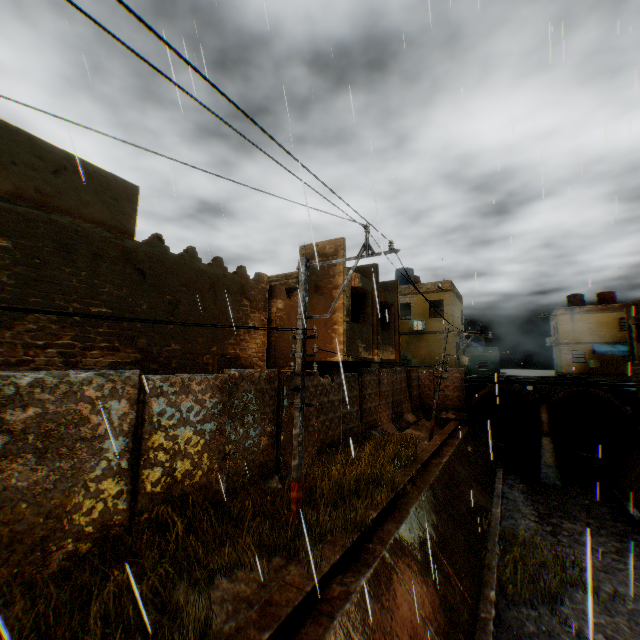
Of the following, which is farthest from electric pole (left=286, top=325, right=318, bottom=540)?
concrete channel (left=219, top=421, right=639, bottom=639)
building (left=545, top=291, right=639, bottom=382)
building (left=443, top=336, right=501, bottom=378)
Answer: building (left=545, top=291, right=639, bottom=382)

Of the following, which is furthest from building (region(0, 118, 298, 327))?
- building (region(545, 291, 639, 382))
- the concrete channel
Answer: building (region(545, 291, 639, 382))

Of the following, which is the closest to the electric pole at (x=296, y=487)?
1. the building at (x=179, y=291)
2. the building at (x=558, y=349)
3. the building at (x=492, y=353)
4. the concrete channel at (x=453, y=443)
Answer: the concrete channel at (x=453, y=443)

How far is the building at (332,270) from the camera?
12.7 meters

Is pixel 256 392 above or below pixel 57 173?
below

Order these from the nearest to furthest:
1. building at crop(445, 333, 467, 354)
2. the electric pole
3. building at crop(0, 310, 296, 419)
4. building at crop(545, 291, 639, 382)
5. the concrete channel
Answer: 1. the concrete channel
2. building at crop(0, 310, 296, 419)
3. the electric pole
4. building at crop(445, 333, 467, 354)
5. building at crop(545, 291, 639, 382)

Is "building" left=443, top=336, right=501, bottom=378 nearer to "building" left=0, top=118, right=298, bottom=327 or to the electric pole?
"building" left=0, top=118, right=298, bottom=327
